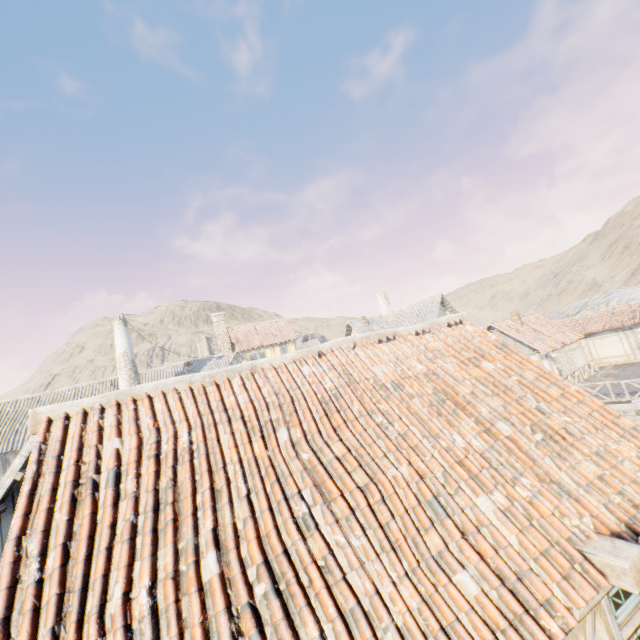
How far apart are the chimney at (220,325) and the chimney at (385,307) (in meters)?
16.88

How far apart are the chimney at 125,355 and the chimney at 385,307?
24.15m

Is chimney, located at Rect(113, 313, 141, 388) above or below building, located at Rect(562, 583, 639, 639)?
above

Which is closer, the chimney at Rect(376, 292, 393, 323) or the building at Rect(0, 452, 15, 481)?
the building at Rect(0, 452, 15, 481)

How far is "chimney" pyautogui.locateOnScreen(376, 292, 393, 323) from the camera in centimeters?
3519cm

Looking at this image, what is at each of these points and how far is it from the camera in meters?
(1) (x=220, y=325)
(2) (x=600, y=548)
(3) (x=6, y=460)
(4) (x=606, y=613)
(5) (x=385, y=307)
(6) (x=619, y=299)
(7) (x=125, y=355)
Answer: (1) chimney, 35.2
(2) wooden beam, 3.2
(3) building, 16.8
(4) building, 3.0
(5) chimney, 35.3
(6) rock, 37.0
(7) chimney, 19.1

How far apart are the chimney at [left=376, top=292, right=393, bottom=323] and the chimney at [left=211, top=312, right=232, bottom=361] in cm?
1688

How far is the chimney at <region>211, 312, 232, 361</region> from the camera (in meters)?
34.69
